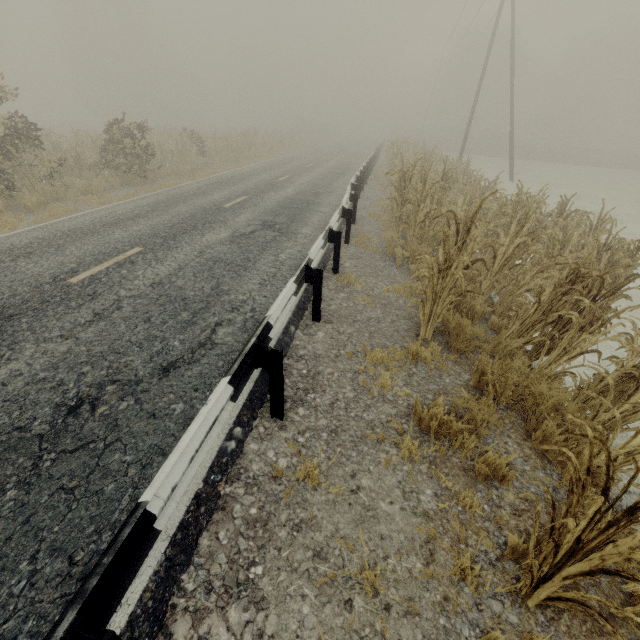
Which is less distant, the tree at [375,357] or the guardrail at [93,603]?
the guardrail at [93,603]

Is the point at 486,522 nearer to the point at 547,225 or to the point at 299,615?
the point at 299,615

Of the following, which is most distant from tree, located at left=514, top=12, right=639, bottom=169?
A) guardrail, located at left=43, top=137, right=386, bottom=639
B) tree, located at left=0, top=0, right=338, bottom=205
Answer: guardrail, located at left=43, top=137, right=386, bottom=639

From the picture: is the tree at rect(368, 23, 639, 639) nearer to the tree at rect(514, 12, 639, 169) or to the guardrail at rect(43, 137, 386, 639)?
the guardrail at rect(43, 137, 386, 639)

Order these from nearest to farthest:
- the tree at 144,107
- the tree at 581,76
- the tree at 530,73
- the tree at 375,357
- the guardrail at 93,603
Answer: the guardrail at 93,603 → the tree at 375,357 → the tree at 144,107 → the tree at 581,76 → the tree at 530,73

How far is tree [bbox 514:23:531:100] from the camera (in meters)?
50.90

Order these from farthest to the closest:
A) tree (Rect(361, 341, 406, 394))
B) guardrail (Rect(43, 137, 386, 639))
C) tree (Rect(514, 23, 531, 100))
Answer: tree (Rect(514, 23, 531, 100)) < tree (Rect(361, 341, 406, 394)) < guardrail (Rect(43, 137, 386, 639))
